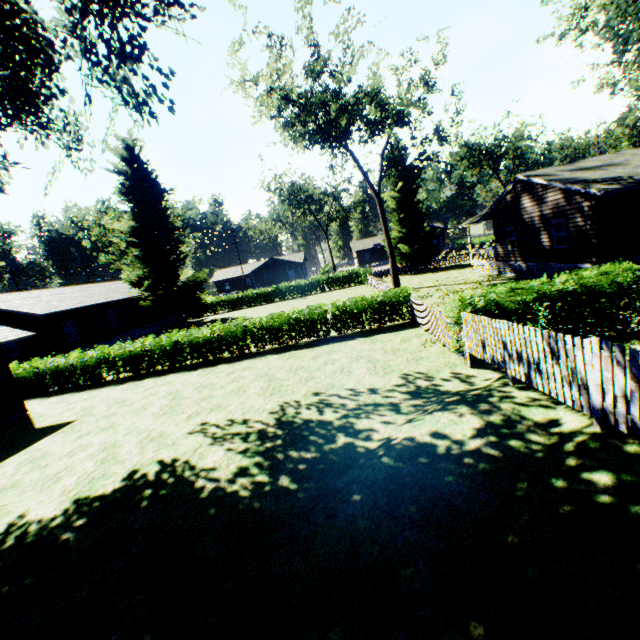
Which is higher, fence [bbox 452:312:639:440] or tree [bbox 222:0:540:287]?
tree [bbox 222:0:540:287]

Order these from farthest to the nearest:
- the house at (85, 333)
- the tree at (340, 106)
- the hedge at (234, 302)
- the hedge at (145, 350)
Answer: the hedge at (234, 302) < the tree at (340, 106) < the hedge at (145, 350) < the house at (85, 333)

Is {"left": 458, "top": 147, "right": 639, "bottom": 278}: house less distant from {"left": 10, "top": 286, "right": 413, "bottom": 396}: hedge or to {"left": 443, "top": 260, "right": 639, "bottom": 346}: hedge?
{"left": 443, "top": 260, "right": 639, "bottom": 346}: hedge

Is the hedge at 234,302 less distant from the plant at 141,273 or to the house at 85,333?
the house at 85,333

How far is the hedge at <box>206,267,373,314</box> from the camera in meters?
41.4 m

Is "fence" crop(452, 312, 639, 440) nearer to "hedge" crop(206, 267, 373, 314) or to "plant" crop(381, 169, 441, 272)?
"plant" crop(381, 169, 441, 272)

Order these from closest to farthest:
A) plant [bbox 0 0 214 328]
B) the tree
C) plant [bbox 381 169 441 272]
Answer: plant [bbox 0 0 214 328] → the tree → plant [bbox 381 169 441 272]

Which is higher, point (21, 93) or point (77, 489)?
point (21, 93)
